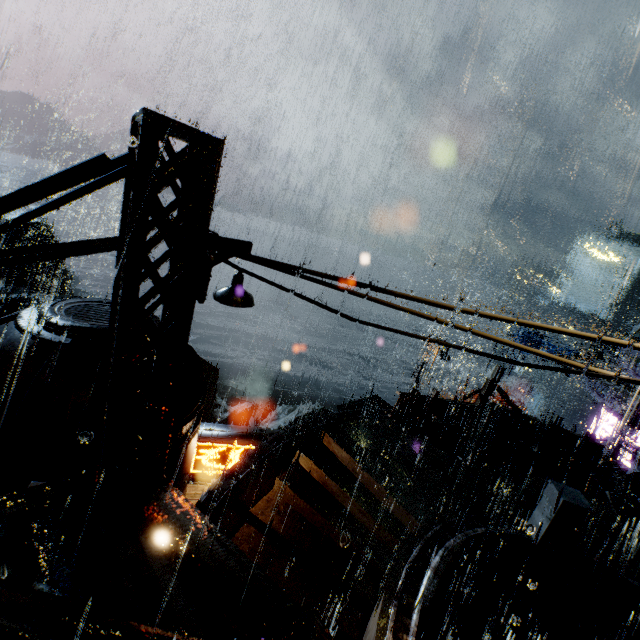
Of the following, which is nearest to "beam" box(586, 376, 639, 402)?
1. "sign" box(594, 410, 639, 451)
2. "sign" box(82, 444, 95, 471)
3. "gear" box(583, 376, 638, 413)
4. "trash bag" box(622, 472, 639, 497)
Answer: "sign" box(594, 410, 639, 451)

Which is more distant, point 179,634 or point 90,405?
point 90,405

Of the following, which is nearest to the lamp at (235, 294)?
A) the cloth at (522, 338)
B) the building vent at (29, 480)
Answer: the building vent at (29, 480)

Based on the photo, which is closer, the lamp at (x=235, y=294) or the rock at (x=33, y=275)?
the lamp at (x=235, y=294)

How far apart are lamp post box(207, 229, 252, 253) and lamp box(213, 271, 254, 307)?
0.1 meters

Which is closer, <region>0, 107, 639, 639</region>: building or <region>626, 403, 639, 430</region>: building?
<region>0, 107, 639, 639</region>: building

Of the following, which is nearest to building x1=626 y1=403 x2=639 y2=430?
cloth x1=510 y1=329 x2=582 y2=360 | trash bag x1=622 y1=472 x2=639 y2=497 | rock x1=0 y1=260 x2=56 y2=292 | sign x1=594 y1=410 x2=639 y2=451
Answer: trash bag x1=622 y1=472 x2=639 y2=497

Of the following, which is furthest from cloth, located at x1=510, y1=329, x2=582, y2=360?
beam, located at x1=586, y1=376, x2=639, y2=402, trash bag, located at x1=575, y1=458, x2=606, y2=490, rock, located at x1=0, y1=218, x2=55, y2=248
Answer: rock, located at x1=0, y1=218, x2=55, y2=248
